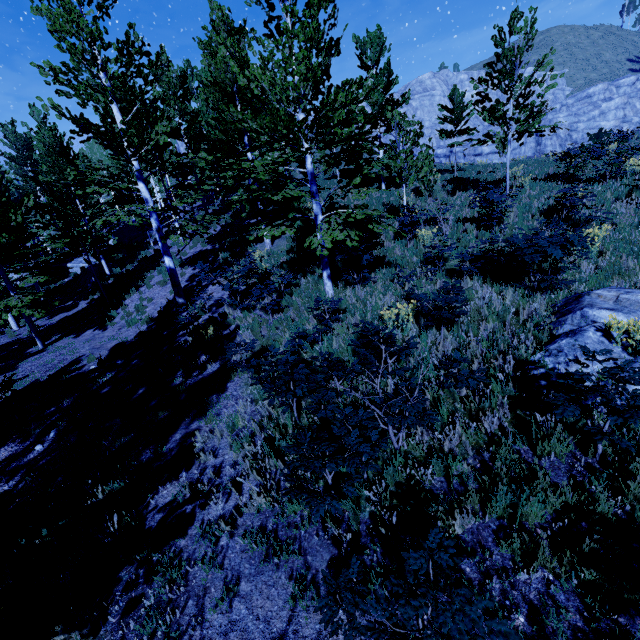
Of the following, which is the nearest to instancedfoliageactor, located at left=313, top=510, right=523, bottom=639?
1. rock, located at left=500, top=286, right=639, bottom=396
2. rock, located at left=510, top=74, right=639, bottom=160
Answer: rock, located at left=500, top=286, right=639, bottom=396

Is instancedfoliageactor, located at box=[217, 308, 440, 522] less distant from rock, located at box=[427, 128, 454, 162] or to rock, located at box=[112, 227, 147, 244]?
rock, located at box=[112, 227, 147, 244]

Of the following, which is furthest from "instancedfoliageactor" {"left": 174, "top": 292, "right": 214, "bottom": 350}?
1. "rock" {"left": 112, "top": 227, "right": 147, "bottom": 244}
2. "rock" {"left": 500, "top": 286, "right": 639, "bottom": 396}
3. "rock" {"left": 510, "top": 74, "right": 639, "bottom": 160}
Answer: "rock" {"left": 510, "top": 74, "right": 639, "bottom": 160}

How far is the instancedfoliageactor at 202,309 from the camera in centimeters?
976cm

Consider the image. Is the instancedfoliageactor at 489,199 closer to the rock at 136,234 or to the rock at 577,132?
the rock at 136,234

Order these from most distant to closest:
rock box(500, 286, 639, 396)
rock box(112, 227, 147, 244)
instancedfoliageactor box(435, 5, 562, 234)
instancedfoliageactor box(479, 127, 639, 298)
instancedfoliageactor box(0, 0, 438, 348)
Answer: rock box(112, 227, 147, 244) → instancedfoliageactor box(435, 5, 562, 234) → instancedfoliageactor box(0, 0, 438, 348) → instancedfoliageactor box(479, 127, 639, 298) → rock box(500, 286, 639, 396)

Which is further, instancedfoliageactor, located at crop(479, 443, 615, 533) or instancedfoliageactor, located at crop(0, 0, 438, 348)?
instancedfoliageactor, located at crop(0, 0, 438, 348)

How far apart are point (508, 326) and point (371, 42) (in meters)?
17.12
